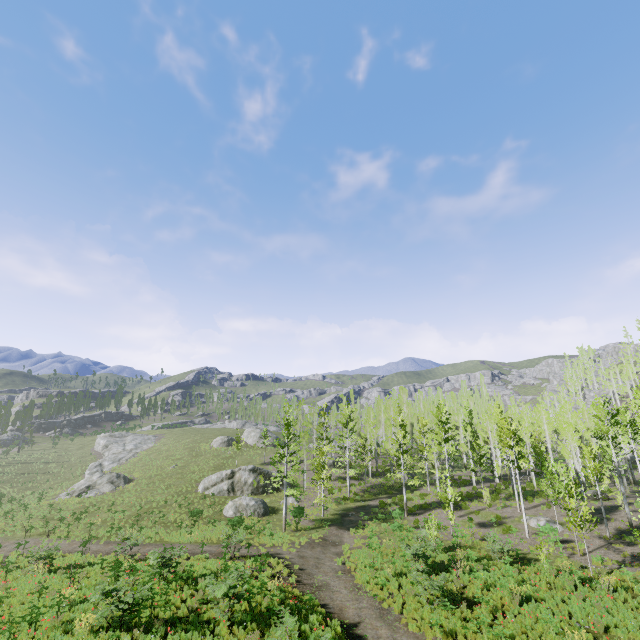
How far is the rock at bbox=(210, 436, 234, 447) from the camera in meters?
55.2

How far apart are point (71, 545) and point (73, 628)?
17.22m

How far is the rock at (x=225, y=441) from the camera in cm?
5525
